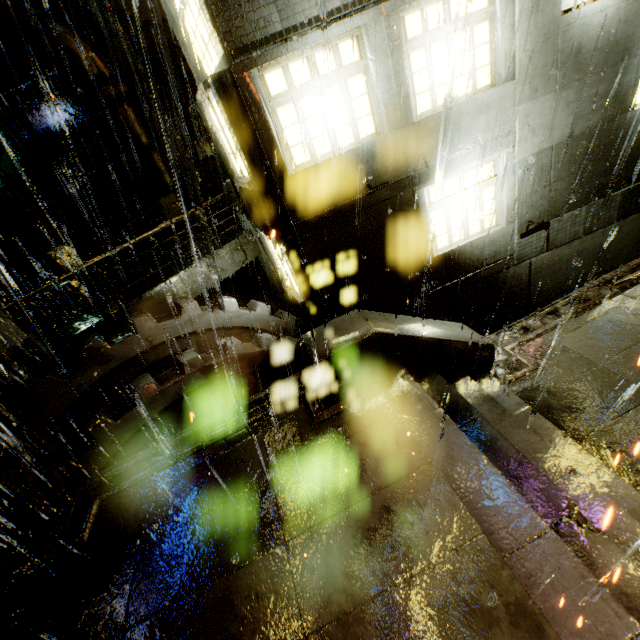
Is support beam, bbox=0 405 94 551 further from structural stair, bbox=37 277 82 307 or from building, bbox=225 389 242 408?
structural stair, bbox=37 277 82 307

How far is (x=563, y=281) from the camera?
9.3m

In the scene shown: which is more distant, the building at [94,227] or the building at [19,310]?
the building at [19,310]

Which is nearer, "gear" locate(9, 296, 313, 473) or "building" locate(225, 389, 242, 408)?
"gear" locate(9, 296, 313, 473)

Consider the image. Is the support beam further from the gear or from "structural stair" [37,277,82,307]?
"structural stair" [37,277,82,307]

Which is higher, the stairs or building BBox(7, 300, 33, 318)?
building BBox(7, 300, 33, 318)

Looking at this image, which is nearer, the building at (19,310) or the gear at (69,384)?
the gear at (69,384)

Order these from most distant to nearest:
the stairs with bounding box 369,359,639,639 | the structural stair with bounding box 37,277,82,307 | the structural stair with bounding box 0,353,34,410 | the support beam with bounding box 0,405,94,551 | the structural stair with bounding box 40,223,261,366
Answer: the structural stair with bounding box 37,277,82,307 < the structural stair with bounding box 40,223,261,366 < the structural stair with bounding box 0,353,34,410 < the support beam with bounding box 0,405,94,551 < the stairs with bounding box 369,359,639,639
